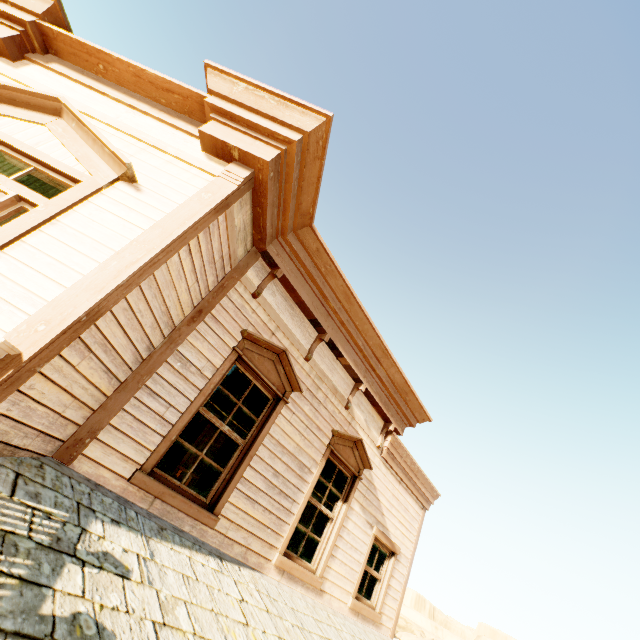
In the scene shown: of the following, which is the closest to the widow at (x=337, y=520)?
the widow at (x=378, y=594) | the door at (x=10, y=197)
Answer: the widow at (x=378, y=594)

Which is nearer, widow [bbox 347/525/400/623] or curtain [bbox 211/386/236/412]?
curtain [bbox 211/386/236/412]

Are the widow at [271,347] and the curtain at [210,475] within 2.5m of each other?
yes

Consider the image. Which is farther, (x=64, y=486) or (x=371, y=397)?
(x=371, y=397)

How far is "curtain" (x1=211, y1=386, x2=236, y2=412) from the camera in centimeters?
432cm

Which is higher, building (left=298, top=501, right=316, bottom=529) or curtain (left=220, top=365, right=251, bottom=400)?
curtain (left=220, top=365, right=251, bottom=400)

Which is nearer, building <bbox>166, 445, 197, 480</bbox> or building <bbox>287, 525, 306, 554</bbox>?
building <bbox>166, 445, 197, 480</bbox>

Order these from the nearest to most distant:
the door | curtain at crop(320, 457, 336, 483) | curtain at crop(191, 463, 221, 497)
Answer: the door, curtain at crop(191, 463, 221, 497), curtain at crop(320, 457, 336, 483)
